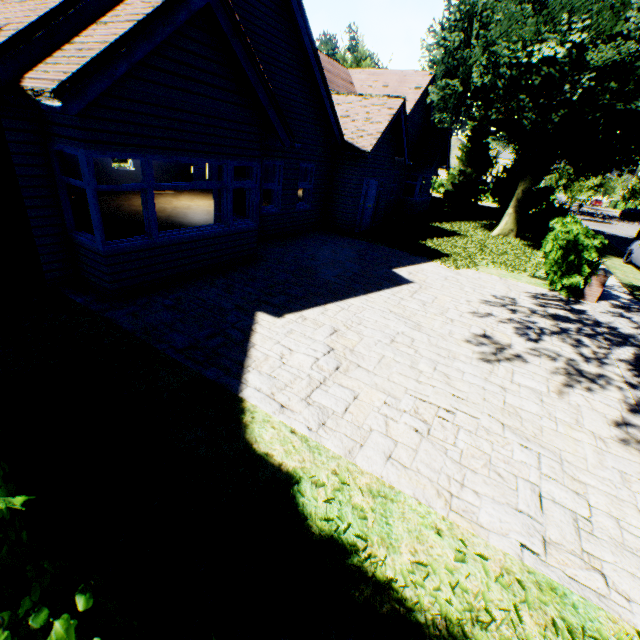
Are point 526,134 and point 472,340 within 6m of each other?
no

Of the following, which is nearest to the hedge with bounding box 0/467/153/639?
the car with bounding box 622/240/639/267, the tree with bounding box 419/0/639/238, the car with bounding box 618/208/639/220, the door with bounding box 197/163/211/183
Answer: the tree with bounding box 419/0/639/238

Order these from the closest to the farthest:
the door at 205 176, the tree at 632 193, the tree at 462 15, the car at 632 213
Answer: the tree at 462 15
the door at 205 176
the car at 632 213
the tree at 632 193

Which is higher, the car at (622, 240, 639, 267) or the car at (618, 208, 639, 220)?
the car at (618, 208, 639, 220)

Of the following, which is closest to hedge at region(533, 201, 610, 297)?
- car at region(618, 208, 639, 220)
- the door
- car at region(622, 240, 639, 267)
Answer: the door

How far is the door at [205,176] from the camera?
19.4 meters

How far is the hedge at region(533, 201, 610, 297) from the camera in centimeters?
948cm

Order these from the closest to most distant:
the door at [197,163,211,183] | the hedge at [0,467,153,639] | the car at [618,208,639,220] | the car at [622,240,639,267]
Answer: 1. the hedge at [0,467,153,639]
2. the car at [622,240,639,267]
3. the door at [197,163,211,183]
4. the car at [618,208,639,220]
